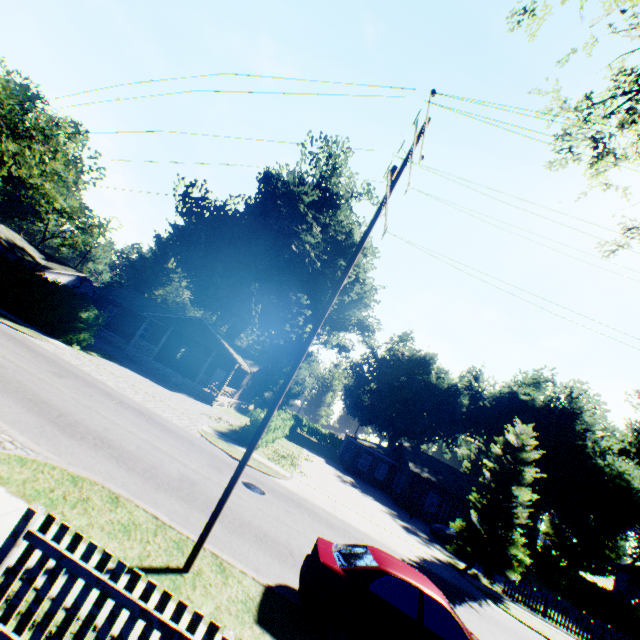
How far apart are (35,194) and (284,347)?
54.5m

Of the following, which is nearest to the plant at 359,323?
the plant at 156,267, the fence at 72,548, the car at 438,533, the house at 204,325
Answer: the house at 204,325

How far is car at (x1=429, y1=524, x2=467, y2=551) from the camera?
22.0 meters

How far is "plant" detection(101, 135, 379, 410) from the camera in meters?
33.0 m

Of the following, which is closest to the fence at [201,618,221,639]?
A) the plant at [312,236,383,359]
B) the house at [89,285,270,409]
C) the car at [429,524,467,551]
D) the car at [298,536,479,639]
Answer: the car at [298,536,479,639]

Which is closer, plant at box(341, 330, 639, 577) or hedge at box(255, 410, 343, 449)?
hedge at box(255, 410, 343, 449)

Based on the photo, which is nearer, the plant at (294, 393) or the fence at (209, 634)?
the fence at (209, 634)

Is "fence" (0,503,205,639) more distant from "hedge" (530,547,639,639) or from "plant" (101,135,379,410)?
"hedge" (530,547,639,639)
